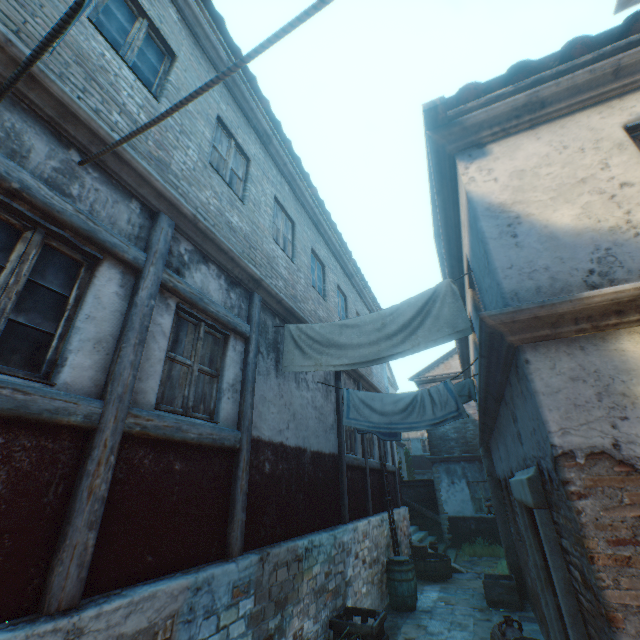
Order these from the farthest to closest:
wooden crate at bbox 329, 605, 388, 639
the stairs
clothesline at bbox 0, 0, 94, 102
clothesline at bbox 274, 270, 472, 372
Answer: the stairs, wooden crate at bbox 329, 605, 388, 639, clothesline at bbox 274, 270, 472, 372, clothesline at bbox 0, 0, 94, 102

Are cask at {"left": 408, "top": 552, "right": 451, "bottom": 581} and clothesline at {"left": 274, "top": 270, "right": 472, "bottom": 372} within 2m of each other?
no

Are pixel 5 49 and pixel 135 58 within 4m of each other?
yes

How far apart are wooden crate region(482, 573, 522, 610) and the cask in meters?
1.9 m

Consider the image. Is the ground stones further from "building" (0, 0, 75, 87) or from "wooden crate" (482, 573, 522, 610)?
"wooden crate" (482, 573, 522, 610)

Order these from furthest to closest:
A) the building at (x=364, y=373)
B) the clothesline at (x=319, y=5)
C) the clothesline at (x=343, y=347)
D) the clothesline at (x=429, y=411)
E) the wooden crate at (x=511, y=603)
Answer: the building at (x=364, y=373) → the wooden crate at (x=511, y=603) → the clothesline at (x=429, y=411) → the clothesline at (x=343, y=347) → the clothesline at (x=319, y=5)

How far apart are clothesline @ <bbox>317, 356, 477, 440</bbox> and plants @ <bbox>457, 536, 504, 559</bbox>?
9.7m

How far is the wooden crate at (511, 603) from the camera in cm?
773
